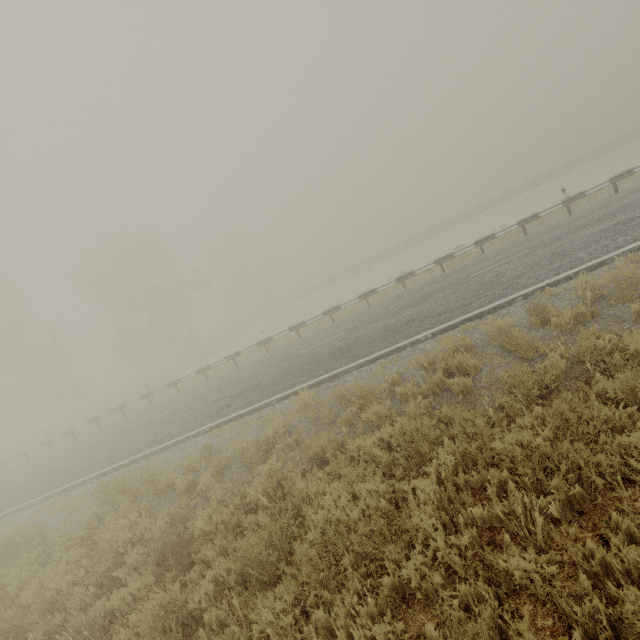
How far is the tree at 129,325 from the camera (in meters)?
33.56

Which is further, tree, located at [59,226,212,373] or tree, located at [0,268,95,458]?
tree, located at [59,226,212,373]

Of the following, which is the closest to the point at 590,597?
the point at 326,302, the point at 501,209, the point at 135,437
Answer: the point at 135,437

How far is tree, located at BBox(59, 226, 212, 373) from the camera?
33.6m

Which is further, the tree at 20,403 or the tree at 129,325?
the tree at 129,325
